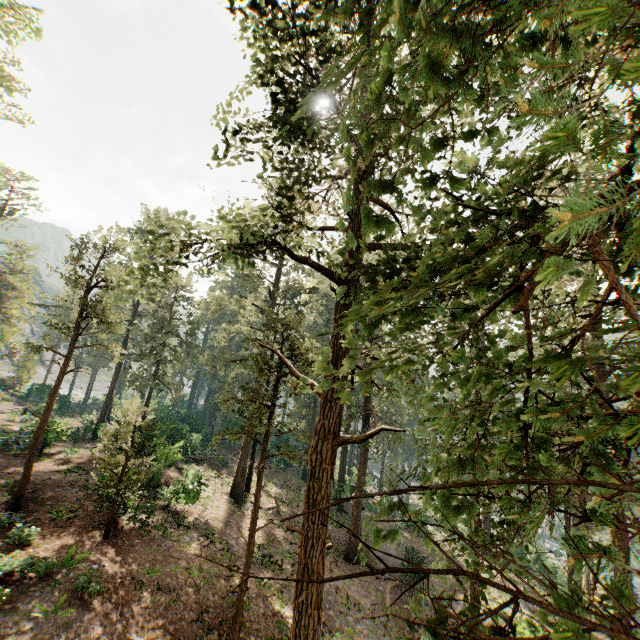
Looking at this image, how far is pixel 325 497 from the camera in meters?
8.8 m
